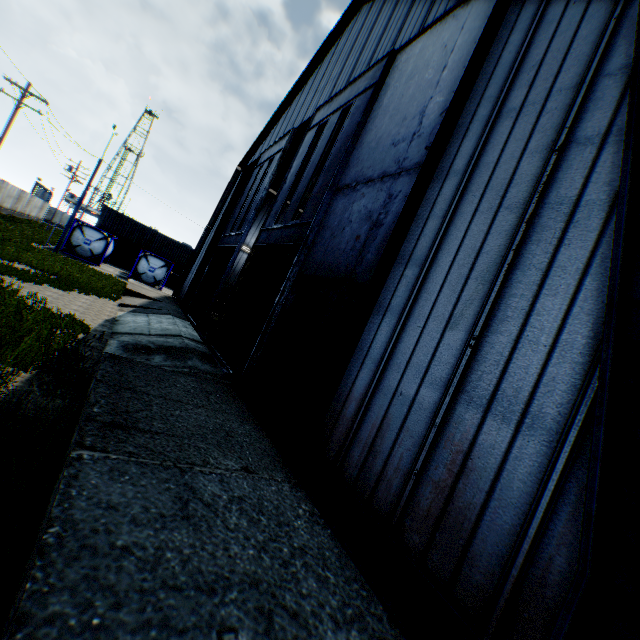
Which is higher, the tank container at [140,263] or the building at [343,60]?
the building at [343,60]

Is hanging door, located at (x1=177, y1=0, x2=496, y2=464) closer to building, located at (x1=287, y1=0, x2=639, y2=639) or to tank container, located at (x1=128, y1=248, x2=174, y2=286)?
building, located at (x1=287, y1=0, x2=639, y2=639)

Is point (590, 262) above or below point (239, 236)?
below

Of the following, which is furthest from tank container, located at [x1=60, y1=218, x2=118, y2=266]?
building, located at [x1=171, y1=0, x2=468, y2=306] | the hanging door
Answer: the hanging door

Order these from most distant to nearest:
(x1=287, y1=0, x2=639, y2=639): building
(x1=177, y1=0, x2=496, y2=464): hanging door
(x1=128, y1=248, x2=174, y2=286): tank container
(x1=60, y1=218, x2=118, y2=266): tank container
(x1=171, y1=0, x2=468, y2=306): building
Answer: (x1=128, y1=248, x2=174, y2=286): tank container, (x1=60, y1=218, x2=118, y2=266): tank container, (x1=171, y1=0, x2=468, y2=306): building, (x1=177, y1=0, x2=496, y2=464): hanging door, (x1=287, y1=0, x2=639, y2=639): building

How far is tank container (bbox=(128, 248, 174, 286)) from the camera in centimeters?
2917cm
